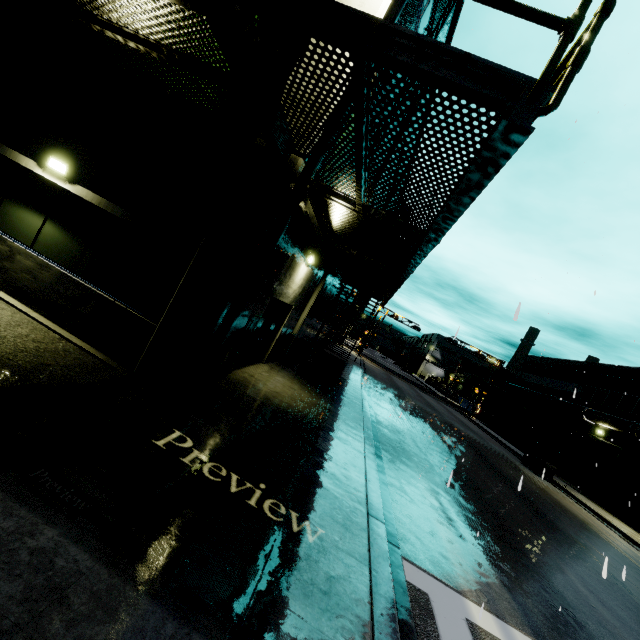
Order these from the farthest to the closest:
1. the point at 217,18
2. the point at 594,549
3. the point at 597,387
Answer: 1. the point at 597,387
2. the point at 594,549
3. the point at 217,18

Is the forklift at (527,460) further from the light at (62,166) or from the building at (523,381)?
the light at (62,166)

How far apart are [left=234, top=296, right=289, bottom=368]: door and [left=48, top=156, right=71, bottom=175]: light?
4.90m

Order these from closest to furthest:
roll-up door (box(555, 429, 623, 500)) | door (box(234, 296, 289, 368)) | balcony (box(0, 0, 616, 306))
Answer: balcony (box(0, 0, 616, 306)) → door (box(234, 296, 289, 368)) → roll-up door (box(555, 429, 623, 500))

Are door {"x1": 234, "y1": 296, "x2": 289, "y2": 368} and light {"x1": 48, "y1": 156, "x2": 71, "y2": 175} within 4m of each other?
no

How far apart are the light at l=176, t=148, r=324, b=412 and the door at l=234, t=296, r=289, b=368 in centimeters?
312cm

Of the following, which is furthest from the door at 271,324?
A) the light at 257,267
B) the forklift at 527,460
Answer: the forklift at 527,460

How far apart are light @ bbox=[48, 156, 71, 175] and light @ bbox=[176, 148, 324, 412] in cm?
458
